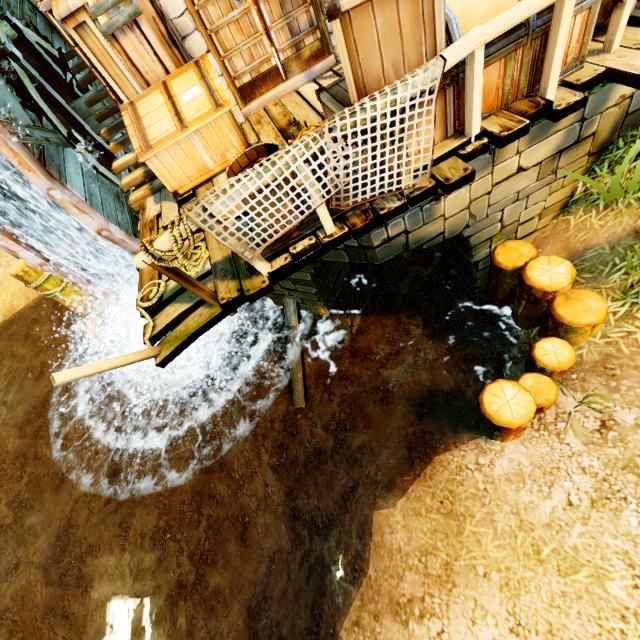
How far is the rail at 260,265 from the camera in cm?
314

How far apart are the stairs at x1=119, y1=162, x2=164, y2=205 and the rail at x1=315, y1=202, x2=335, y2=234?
3.6m

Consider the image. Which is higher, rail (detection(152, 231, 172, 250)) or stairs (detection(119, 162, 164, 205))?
rail (detection(152, 231, 172, 250))

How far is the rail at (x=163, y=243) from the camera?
2.7 meters

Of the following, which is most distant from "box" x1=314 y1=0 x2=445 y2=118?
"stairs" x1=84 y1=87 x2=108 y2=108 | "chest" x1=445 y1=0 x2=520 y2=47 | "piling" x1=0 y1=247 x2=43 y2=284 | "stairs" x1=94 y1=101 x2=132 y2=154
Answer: "piling" x1=0 y1=247 x2=43 y2=284

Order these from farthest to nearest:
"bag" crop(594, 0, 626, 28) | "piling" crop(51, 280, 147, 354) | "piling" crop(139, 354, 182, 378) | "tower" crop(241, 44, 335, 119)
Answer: "piling" crop(139, 354, 182, 378) < "piling" crop(51, 280, 147, 354) < "tower" crop(241, 44, 335, 119) < "bag" crop(594, 0, 626, 28)

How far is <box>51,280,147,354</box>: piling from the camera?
7.6 meters

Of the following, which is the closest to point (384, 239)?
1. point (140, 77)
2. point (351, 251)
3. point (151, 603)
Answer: point (351, 251)
